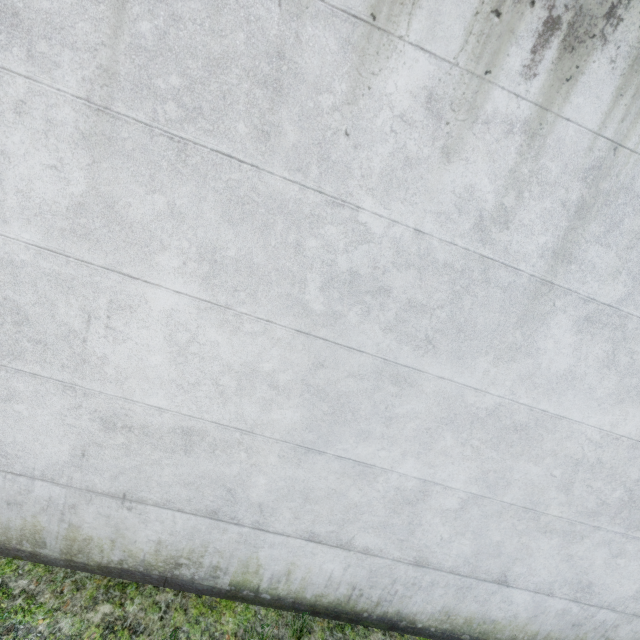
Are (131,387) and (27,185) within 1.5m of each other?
no
